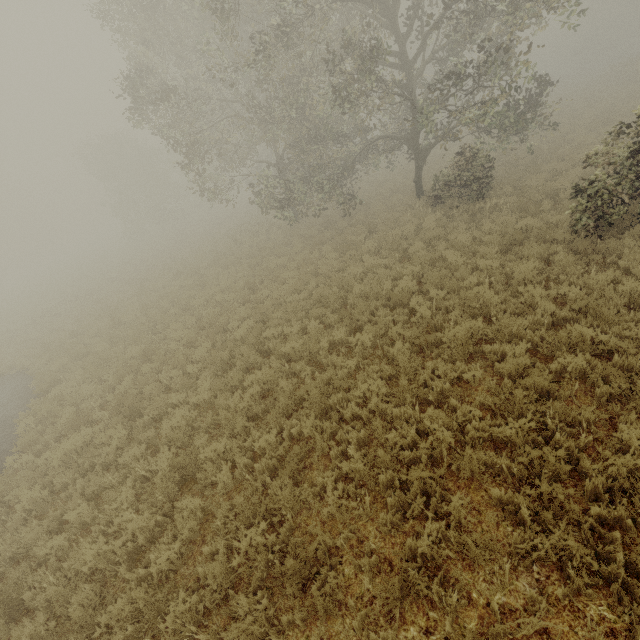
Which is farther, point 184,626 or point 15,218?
point 15,218
